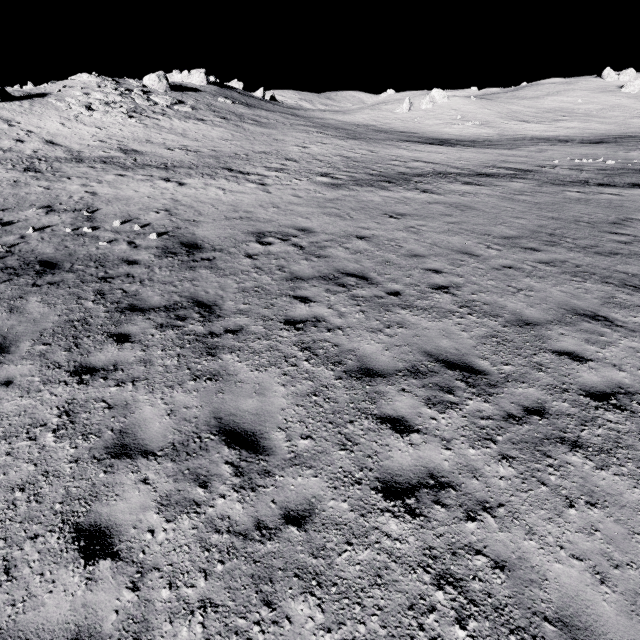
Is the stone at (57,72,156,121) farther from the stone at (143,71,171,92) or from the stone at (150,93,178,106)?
the stone at (143,71,171,92)

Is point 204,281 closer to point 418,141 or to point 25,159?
point 25,159

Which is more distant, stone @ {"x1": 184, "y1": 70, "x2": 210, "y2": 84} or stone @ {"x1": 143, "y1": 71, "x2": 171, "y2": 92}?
stone @ {"x1": 184, "y1": 70, "x2": 210, "y2": 84}

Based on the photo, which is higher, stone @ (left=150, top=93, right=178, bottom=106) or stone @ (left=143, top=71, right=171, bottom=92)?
stone @ (left=143, top=71, right=171, bottom=92)

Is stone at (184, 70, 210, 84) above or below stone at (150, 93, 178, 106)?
above

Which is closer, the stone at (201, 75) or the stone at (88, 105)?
the stone at (88, 105)

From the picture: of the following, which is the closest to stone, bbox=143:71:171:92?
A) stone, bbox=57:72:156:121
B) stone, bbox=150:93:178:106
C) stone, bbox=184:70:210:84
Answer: stone, bbox=150:93:178:106

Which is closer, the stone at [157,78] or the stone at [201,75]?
the stone at [157,78]
